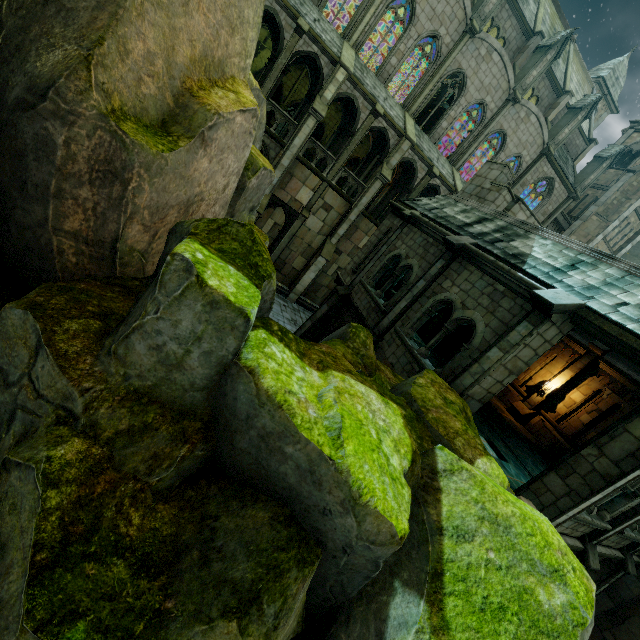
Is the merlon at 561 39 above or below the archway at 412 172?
above

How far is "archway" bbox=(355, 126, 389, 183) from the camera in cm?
2146

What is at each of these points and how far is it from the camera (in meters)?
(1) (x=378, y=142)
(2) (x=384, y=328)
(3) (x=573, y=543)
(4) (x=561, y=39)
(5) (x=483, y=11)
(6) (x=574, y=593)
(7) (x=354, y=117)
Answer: (1) archway, 23.67
(2) stone column, 11.40
(3) wall trim, 8.83
(4) merlon, 22.83
(5) merlon, 21.19
(6) rock, 3.22
(7) archway, 21.11

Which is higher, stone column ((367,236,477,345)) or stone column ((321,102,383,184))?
stone column ((321,102,383,184))

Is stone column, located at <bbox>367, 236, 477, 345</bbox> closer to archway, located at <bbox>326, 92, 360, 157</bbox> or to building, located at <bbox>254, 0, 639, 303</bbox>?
building, located at <bbox>254, 0, 639, 303</bbox>

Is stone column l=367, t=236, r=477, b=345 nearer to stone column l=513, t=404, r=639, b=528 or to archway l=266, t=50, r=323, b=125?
stone column l=513, t=404, r=639, b=528

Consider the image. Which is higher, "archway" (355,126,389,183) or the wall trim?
"archway" (355,126,389,183)

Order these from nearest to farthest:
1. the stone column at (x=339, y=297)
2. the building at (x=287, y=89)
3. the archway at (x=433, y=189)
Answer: the stone column at (x=339, y=297), the building at (x=287, y=89), the archway at (x=433, y=189)
